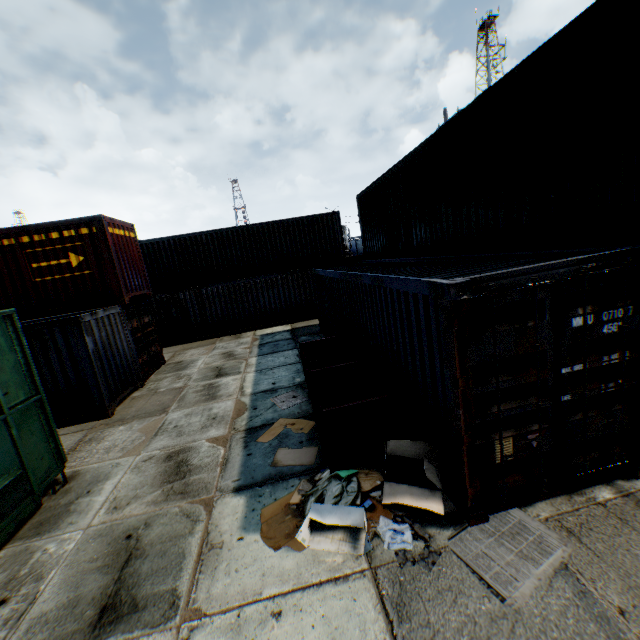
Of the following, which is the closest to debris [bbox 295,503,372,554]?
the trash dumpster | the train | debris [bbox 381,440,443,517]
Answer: debris [bbox 381,440,443,517]

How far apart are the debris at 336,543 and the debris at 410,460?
0.31m

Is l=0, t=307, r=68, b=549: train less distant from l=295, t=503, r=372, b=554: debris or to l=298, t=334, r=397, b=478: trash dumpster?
l=295, t=503, r=372, b=554: debris

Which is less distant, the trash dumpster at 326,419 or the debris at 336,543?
the debris at 336,543

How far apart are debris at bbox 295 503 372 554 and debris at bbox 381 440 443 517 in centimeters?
31cm

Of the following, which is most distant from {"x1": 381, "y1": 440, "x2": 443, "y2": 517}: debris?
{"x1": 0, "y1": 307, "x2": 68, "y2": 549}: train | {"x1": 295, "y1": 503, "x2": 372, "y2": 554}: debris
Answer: {"x1": 0, "y1": 307, "x2": 68, "y2": 549}: train

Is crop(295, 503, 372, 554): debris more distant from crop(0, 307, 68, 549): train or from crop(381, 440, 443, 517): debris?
crop(0, 307, 68, 549): train

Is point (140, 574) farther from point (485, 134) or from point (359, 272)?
point (485, 134)
